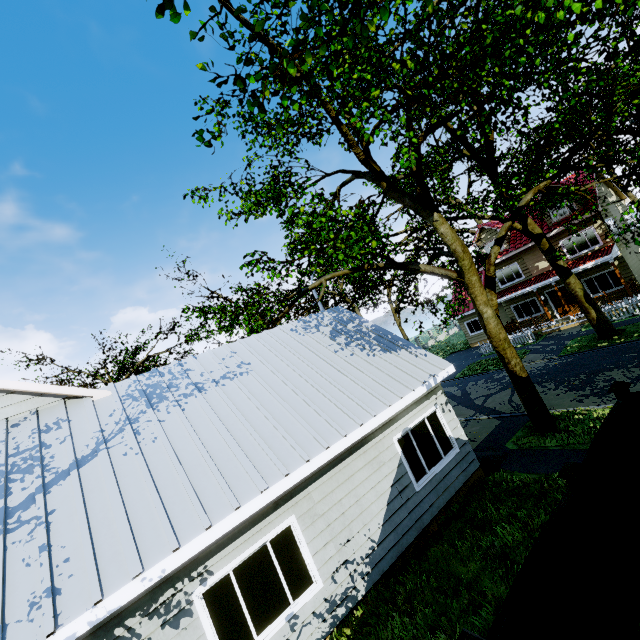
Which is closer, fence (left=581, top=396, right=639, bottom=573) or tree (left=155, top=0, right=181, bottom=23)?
tree (left=155, top=0, right=181, bottom=23)

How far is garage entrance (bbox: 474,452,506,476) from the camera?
9.3m

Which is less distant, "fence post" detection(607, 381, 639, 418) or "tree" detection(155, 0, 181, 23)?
"tree" detection(155, 0, 181, 23)

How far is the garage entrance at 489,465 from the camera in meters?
9.3

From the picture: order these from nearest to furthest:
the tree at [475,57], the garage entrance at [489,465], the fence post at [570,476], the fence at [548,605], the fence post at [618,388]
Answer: the fence at [548,605] → the fence post at [570,476] → the fence post at [618,388] → the tree at [475,57] → the garage entrance at [489,465]

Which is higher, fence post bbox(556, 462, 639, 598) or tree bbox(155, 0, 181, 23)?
tree bbox(155, 0, 181, 23)

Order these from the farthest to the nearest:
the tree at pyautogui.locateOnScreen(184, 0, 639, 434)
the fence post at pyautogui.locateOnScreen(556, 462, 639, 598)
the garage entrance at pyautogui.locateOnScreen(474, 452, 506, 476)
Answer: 1. the garage entrance at pyautogui.locateOnScreen(474, 452, 506, 476)
2. the tree at pyautogui.locateOnScreen(184, 0, 639, 434)
3. the fence post at pyautogui.locateOnScreen(556, 462, 639, 598)

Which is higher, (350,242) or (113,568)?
(350,242)
